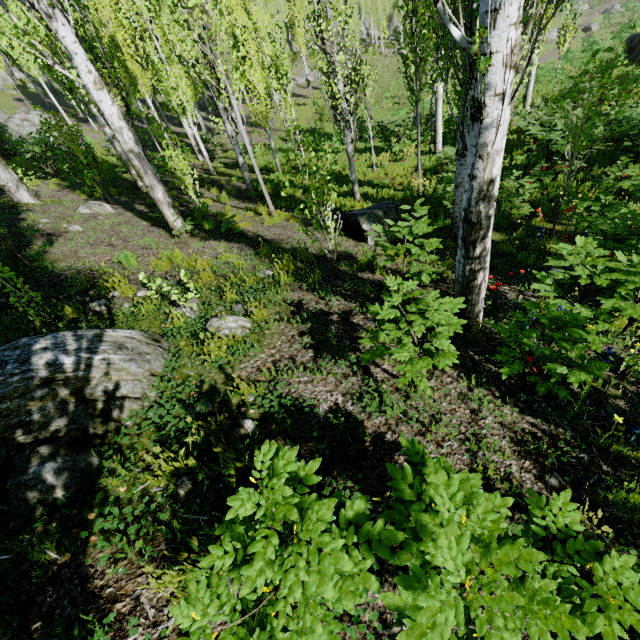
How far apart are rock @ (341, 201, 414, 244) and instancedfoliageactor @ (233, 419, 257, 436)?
5.3 meters

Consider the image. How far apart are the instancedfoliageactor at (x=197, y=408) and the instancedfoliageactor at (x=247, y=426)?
0.3m

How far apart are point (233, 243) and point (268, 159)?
13.8m

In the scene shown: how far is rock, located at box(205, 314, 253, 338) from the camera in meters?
4.0 m

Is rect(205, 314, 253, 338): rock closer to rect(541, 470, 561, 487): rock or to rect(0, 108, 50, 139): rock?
rect(541, 470, 561, 487): rock

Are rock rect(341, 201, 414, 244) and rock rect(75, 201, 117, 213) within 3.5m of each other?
no

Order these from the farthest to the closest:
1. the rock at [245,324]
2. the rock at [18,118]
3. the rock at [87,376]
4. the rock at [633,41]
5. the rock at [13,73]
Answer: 1. the rock at [13,73]
2. the rock at [18,118]
3. the rock at [633,41]
4. the rock at [245,324]
5. the rock at [87,376]

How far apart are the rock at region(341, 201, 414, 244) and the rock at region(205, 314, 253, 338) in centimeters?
394cm
